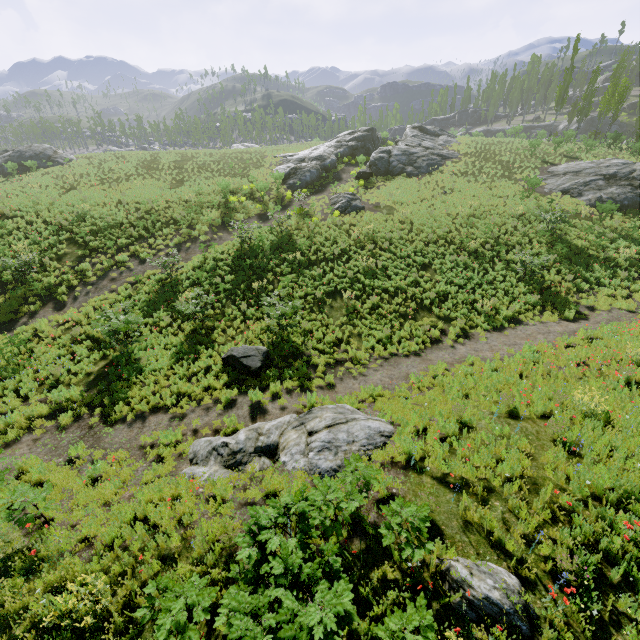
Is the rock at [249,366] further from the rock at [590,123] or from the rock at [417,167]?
the rock at [590,123]

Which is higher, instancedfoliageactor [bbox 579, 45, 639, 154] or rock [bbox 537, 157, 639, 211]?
instancedfoliageactor [bbox 579, 45, 639, 154]

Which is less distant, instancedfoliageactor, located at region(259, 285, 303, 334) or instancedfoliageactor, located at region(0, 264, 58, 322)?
instancedfoliageactor, located at region(259, 285, 303, 334)

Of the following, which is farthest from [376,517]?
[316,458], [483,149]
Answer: [483,149]

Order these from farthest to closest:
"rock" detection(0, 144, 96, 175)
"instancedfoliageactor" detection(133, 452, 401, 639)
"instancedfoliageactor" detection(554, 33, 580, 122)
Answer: "instancedfoliageactor" detection(554, 33, 580, 122) < "rock" detection(0, 144, 96, 175) < "instancedfoliageactor" detection(133, 452, 401, 639)

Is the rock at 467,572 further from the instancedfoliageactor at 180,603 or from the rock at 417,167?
the rock at 417,167

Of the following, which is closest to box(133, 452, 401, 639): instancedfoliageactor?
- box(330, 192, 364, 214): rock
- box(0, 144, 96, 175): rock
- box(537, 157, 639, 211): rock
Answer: box(537, 157, 639, 211): rock

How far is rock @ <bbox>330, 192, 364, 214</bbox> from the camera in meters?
24.9 m
